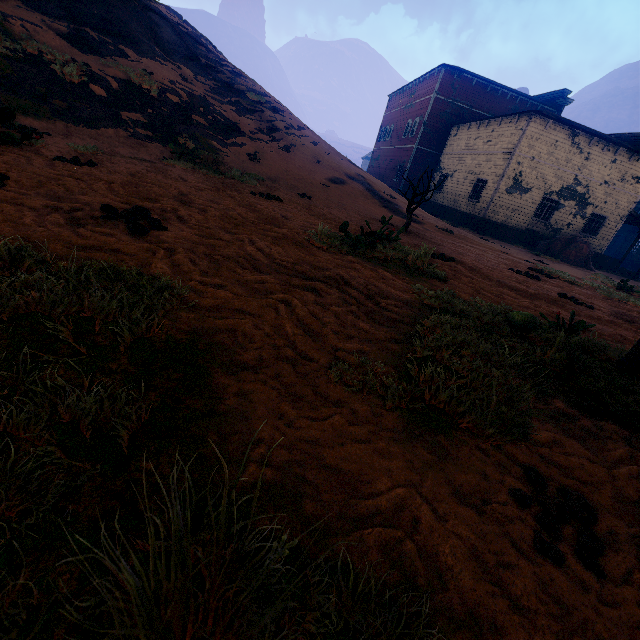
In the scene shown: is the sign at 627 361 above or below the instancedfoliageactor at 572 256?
below

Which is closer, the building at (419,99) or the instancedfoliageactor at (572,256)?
the instancedfoliageactor at (572,256)

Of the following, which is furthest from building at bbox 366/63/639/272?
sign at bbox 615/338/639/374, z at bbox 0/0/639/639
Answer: sign at bbox 615/338/639/374

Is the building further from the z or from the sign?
the sign

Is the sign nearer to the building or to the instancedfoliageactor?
the building

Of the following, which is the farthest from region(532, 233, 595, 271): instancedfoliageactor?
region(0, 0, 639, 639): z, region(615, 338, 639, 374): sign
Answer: region(615, 338, 639, 374): sign

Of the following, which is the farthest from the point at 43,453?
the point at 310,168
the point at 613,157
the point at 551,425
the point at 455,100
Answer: the point at 455,100
